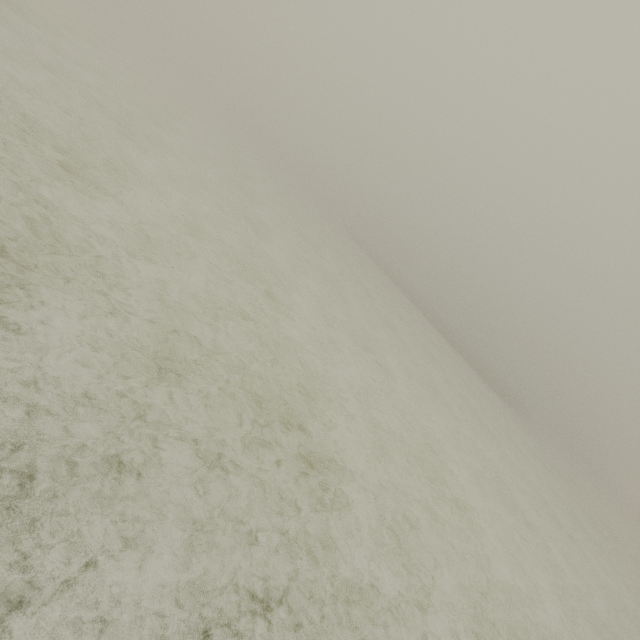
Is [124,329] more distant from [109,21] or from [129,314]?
[109,21]
